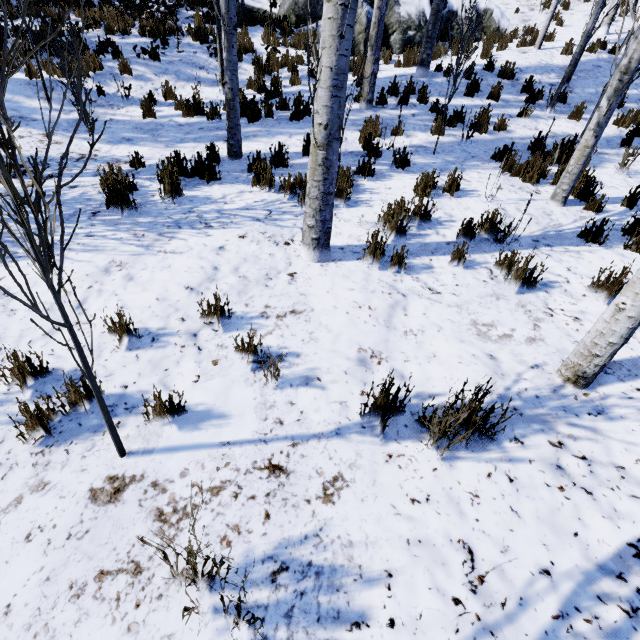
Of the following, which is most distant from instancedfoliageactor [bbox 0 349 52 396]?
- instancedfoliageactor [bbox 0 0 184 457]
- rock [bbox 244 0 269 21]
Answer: rock [bbox 244 0 269 21]

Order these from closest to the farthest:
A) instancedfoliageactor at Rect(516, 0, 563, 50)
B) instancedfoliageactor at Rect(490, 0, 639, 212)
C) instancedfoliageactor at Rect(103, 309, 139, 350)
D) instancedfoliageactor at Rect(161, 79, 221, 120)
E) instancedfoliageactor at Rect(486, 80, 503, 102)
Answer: instancedfoliageactor at Rect(103, 309, 139, 350) → instancedfoliageactor at Rect(490, 0, 639, 212) → instancedfoliageactor at Rect(161, 79, 221, 120) → instancedfoliageactor at Rect(486, 80, 503, 102) → instancedfoliageactor at Rect(516, 0, 563, 50)

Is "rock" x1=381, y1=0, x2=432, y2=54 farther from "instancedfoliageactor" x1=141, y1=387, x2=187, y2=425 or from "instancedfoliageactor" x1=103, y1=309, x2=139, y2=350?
"instancedfoliageactor" x1=103, y1=309, x2=139, y2=350

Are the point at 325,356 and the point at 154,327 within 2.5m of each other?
yes

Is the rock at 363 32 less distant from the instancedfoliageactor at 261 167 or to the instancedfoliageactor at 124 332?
the instancedfoliageactor at 261 167

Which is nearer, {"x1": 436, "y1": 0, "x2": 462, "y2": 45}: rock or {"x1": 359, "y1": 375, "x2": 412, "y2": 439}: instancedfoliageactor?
{"x1": 359, "y1": 375, "x2": 412, "y2": 439}: instancedfoliageactor

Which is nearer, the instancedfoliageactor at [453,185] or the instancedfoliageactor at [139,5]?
the instancedfoliageactor at [139,5]

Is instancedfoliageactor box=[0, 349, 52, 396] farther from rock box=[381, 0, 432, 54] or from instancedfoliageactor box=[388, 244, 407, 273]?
rock box=[381, 0, 432, 54]
